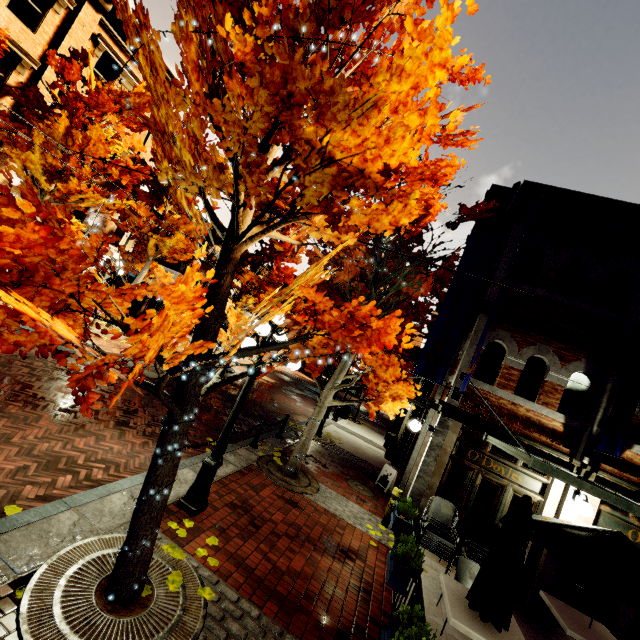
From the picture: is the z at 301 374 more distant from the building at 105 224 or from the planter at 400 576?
the planter at 400 576

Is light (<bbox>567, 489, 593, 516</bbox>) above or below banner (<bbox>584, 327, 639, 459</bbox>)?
below

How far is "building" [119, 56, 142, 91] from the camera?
15.93m

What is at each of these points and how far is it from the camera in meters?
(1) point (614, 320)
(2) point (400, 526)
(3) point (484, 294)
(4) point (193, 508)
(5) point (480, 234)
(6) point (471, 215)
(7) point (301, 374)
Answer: (1) building, 7.8
(2) planter, 6.4
(3) building, 9.9
(4) light, 5.3
(5) banner, 9.0
(6) tree, 7.8
(7) z, 42.2

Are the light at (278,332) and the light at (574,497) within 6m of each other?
no

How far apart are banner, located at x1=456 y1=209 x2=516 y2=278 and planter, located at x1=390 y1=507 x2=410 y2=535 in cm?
304

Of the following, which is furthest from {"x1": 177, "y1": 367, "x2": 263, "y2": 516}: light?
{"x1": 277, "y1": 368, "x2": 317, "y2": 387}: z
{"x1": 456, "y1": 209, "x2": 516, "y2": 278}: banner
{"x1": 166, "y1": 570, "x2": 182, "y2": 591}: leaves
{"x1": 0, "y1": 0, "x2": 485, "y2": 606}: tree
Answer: {"x1": 277, "y1": 368, "x2": 317, "y2": 387}: z

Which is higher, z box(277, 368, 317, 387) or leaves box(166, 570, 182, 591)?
leaves box(166, 570, 182, 591)
